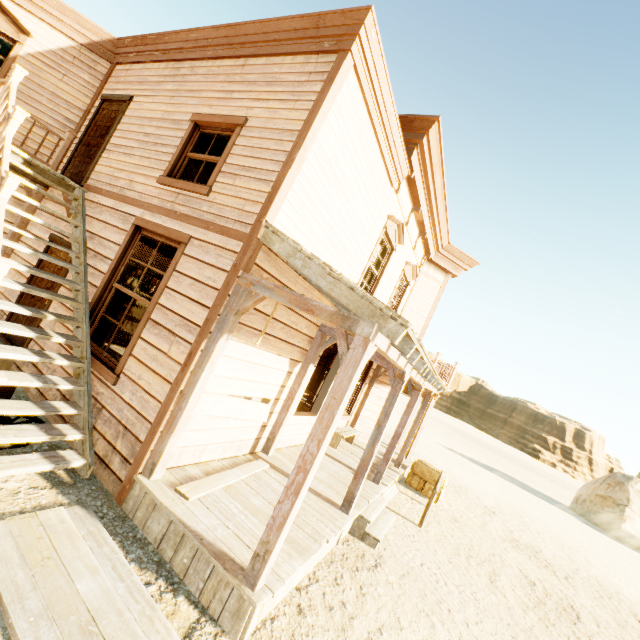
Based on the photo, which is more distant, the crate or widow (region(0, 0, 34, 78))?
widow (region(0, 0, 34, 78))

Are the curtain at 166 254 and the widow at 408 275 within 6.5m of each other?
yes

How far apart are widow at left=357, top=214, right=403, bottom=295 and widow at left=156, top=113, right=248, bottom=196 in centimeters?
337cm

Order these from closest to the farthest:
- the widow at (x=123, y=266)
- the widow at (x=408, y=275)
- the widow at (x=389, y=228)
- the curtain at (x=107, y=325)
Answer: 1. the widow at (x=123, y=266)
2. the curtain at (x=107, y=325)
3. the widow at (x=389, y=228)
4. the widow at (x=408, y=275)

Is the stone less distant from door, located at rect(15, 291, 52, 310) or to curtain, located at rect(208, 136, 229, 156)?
curtain, located at rect(208, 136, 229, 156)

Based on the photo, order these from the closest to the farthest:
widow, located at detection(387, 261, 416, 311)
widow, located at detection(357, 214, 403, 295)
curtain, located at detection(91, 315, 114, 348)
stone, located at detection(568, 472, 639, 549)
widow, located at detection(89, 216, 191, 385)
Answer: widow, located at detection(89, 216, 191, 385)
curtain, located at detection(91, 315, 114, 348)
widow, located at detection(357, 214, 403, 295)
widow, located at detection(387, 261, 416, 311)
stone, located at detection(568, 472, 639, 549)

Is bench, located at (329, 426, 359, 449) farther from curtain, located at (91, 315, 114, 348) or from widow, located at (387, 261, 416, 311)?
curtain, located at (91, 315, 114, 348)

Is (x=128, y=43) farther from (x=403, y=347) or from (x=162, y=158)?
(x=403, y=347)
